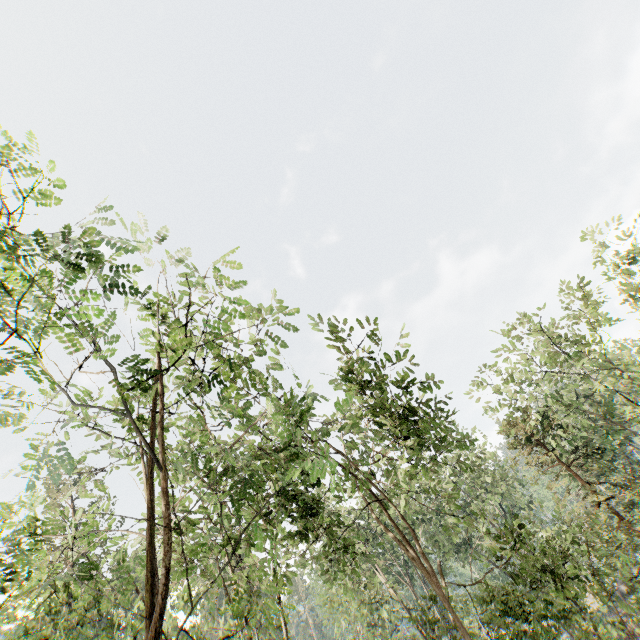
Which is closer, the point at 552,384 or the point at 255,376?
the point at 255,376
